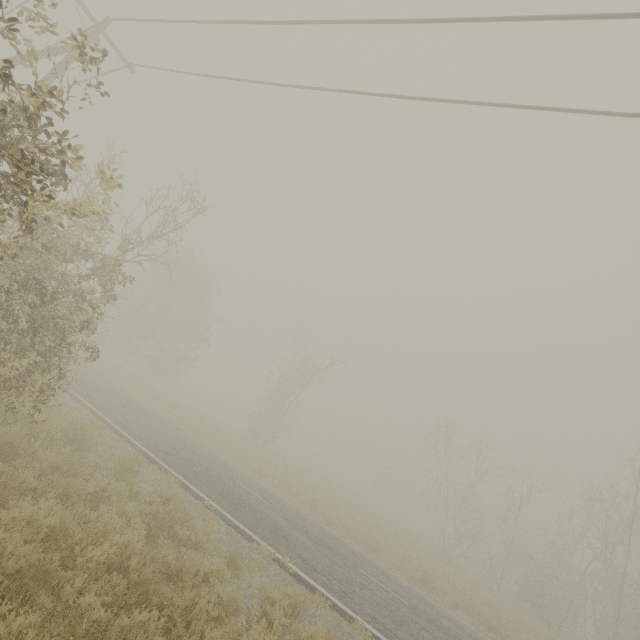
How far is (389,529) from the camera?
26.6m

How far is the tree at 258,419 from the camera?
29.5m

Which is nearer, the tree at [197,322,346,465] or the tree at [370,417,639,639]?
the tree at [370,417,639,639]

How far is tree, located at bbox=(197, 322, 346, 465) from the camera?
29.45m

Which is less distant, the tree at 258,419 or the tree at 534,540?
the tree at 534,540
